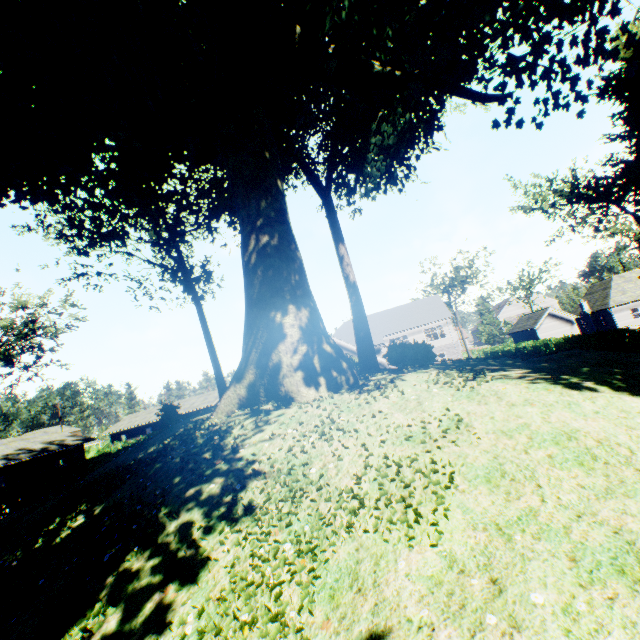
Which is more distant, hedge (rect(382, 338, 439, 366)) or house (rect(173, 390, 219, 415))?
house (rect(173, 390, 219, 415))

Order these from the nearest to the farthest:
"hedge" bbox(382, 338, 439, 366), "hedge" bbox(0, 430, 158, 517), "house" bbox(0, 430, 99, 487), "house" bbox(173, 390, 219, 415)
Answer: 1. "hedge" bbox(382, 338, 439, 366)
2. "hedge" bbox(0, 430, 158, 517)
3. "house" bbox(0, 430, 99, 487)
4. "house" bbox(173, 390, 219, 415)

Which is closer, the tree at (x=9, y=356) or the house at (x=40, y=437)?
the house at (x=40, y=437)

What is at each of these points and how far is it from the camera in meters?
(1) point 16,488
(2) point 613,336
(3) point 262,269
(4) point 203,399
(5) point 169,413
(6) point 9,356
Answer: (1) hedge, 18.5
(2) hedge, 27.0
(3) plant, 9.5
(4) house, 53.7
(5) plant, 28.1
(6) tree, 37.4

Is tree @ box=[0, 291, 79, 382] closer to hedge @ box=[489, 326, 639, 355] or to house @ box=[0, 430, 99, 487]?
hedge @ box=[489, 326, 639, 355]

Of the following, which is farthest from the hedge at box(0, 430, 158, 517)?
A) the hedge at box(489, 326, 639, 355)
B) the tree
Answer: the hedge at box(489, 326, 639, 355)

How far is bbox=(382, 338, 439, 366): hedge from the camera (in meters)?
13.88

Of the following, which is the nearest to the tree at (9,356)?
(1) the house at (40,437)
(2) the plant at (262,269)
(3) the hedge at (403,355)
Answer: (2) the plant at (262,269)
